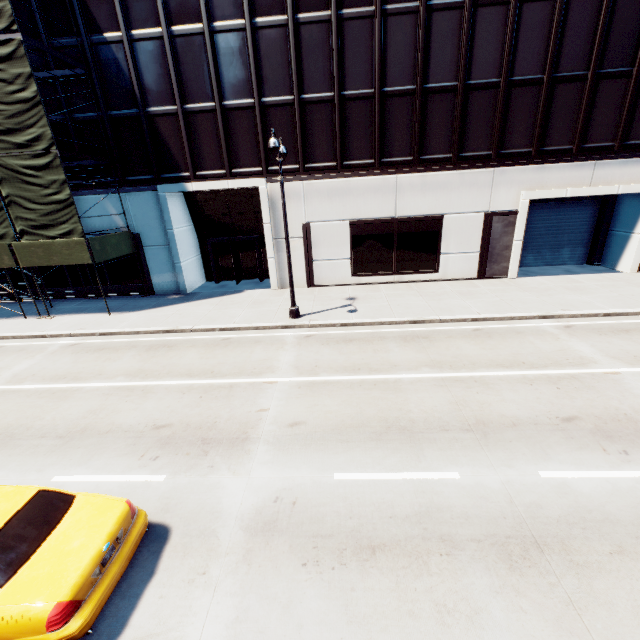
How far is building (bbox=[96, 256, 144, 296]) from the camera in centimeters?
1958cm

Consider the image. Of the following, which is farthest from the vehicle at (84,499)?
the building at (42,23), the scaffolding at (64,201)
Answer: the building at (42,23)

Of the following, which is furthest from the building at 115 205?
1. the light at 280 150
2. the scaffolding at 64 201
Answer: the light at 280 150

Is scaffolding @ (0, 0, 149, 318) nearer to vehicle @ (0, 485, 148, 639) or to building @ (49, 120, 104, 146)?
building @ (49, 120, 104, 146)

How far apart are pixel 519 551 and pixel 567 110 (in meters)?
19.69

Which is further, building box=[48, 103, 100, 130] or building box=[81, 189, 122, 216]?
building box=[81, 189, 122, 216]
